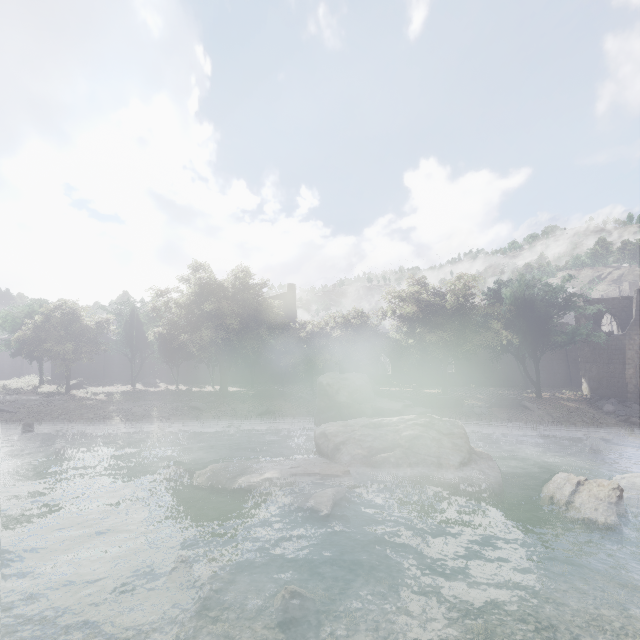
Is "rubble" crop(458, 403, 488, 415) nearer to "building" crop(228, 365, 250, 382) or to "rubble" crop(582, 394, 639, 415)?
"rubble" crop(582, 394, 639, 415)

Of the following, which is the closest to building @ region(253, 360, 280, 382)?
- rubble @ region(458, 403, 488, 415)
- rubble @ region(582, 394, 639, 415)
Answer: rubble @ region(582, 394, 639, 415)

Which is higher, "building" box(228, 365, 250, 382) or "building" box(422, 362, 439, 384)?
"building" box(228, 365, 250, 382)

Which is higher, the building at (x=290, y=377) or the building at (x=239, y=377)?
the building at (x=239, y=377)

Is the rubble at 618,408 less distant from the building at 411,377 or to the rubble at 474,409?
the building at 411,377

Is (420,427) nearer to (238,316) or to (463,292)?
(463,292)

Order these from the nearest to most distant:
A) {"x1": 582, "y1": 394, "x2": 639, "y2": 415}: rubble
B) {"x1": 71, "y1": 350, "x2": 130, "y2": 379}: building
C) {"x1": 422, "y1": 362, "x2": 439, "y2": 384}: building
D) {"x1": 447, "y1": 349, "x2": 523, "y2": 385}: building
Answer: {"x1": 582, "y1": 394, "x2": 639, "y2": 415}: rubble < {"x1": 71, "y1": 350, "x2": 130, "y2": 379}: building < {"x1": 447, "y1": 349, "x2": 523, "y2": 385}: building < {"x1": 422, "y1": 362, "x2": 439, "y2": 384}: building
